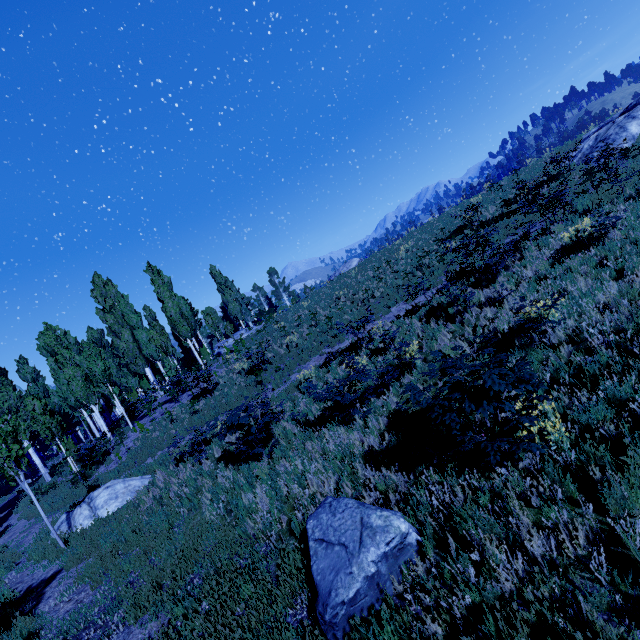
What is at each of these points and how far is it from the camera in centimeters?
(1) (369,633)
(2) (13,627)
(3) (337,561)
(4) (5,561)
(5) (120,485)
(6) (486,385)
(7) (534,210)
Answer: (1) instancedfoliageactor, 307cm
(2) instancedfoliageactor, 652cm
(3) rock, 375cm
(4) instancedfoliageactor, 1105cm
(5) rock, 1153cm
(6) instancedfoliageactor, 368cm
(7) instancedfoliageactor, 1127cm

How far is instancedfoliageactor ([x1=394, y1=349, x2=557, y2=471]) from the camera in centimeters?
381cm

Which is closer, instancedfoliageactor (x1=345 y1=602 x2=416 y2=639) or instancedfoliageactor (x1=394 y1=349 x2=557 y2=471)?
instancedfoliageactor (x1=345 y1=602 x2=416 y2=639)

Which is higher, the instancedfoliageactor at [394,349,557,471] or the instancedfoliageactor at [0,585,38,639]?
the instancedfoliageactor at [394,349,557,471]

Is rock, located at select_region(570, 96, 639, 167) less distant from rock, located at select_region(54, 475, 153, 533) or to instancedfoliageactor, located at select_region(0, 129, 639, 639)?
instancedfoliageactor, located at select_region(0, 129, 639, 639)

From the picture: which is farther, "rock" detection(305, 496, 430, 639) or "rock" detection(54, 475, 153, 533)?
"rock" detection(54, 475, 153, 533)

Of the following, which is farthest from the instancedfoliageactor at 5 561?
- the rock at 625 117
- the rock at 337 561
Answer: the rock at 625 117

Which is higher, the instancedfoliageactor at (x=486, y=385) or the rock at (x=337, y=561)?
the instancedfoliageactor at (x=486, y=385)
